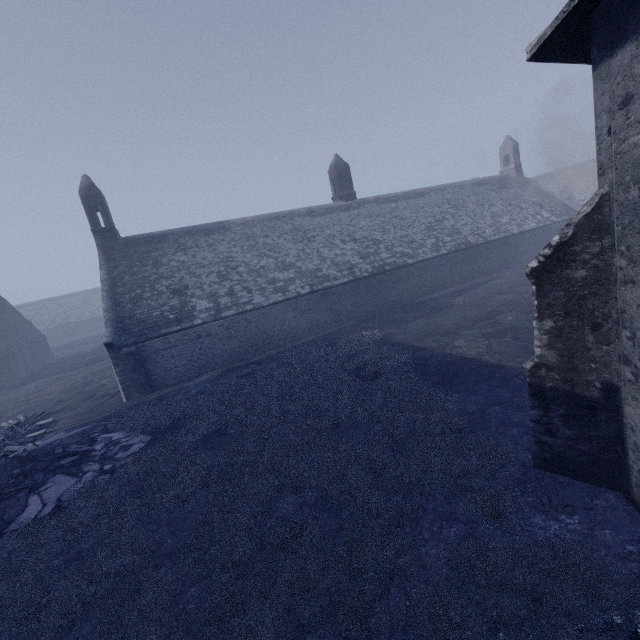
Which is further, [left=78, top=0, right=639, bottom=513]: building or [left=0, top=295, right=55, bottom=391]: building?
[left=0, top=295, right=55, bottom=391]: building

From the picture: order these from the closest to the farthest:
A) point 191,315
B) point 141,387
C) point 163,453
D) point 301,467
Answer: point 301,467
point 163,453
point 141,387
point 191,315

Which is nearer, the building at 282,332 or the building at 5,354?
the building at 282,332
